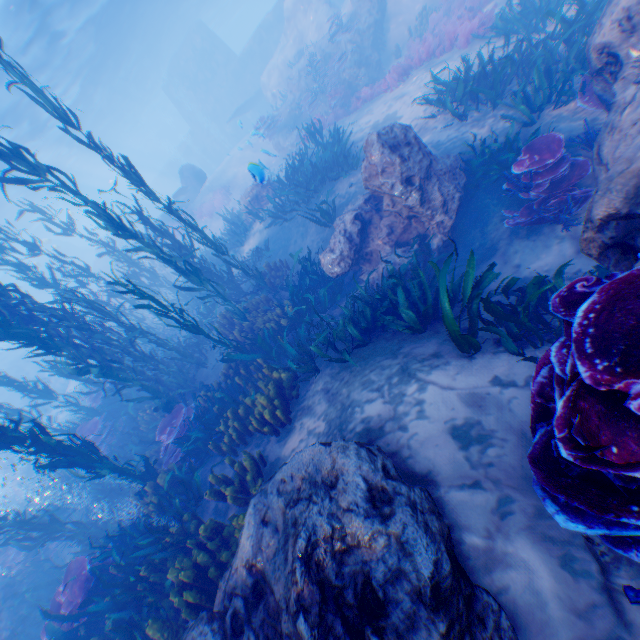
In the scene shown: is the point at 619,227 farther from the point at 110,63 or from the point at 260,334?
the point at 110,63

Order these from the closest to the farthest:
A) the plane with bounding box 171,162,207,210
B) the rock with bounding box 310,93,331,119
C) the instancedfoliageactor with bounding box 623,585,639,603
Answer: the instancedfoliageactor with bounding box 623,585,639,603 → the rock with bounding box 310,93,331,119 → the plane with bounding box 171,162,207,210

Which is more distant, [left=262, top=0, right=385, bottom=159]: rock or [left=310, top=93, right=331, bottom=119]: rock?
[left=310, top=93, right=331, bottom=119]: rock

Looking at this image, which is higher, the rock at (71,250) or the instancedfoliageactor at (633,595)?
the rock at (71,250)

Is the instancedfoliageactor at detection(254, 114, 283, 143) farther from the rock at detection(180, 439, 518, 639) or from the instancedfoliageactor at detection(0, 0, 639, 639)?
the instancedfoliageactor at detection(0, 0, 639, 639)

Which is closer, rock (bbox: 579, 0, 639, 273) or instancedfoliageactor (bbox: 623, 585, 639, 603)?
instancedfoliageactor (bbox: 623, 585, 639, 603)

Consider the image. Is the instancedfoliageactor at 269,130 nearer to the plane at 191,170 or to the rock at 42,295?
the rock at 42,295

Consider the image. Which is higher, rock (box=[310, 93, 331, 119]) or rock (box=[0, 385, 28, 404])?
rock (box=[0, 385, 28, 404])
